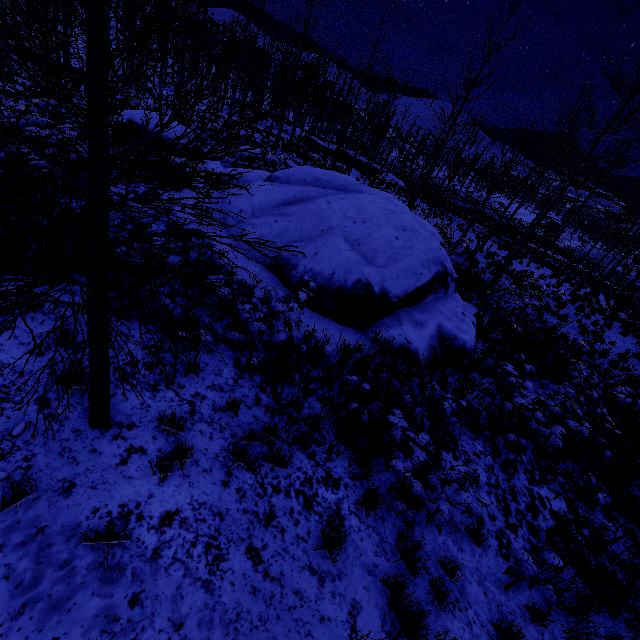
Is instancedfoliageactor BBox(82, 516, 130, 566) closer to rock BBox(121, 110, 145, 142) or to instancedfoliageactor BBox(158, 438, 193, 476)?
instancedfoliageactor BBox(158, 438, 193, 476)

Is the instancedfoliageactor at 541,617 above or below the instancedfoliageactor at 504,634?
above

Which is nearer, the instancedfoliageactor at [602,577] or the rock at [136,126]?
the instancedfoliageactor at [602,577]

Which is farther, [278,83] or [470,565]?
[278,83]

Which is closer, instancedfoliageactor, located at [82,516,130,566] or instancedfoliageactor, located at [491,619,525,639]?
instancedfoliageactor, located at [82,516,130,566]

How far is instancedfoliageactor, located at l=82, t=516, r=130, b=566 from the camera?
2.80m

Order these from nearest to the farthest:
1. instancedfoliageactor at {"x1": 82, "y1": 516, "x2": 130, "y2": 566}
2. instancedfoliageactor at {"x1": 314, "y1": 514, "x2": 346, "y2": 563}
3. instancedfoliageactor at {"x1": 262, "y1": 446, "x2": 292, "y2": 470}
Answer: instancedfoliageactor at {"x1": 82, "y1": 516, "x2": 130, "y2": 566}
instancedfoliageactor at {"x1": 314, "y1": 514, "x2": 346, "y2": 563}
instancedfoliageactor at {"x1": 262, "y1": 446, "x2": 292, "y2": 470}
